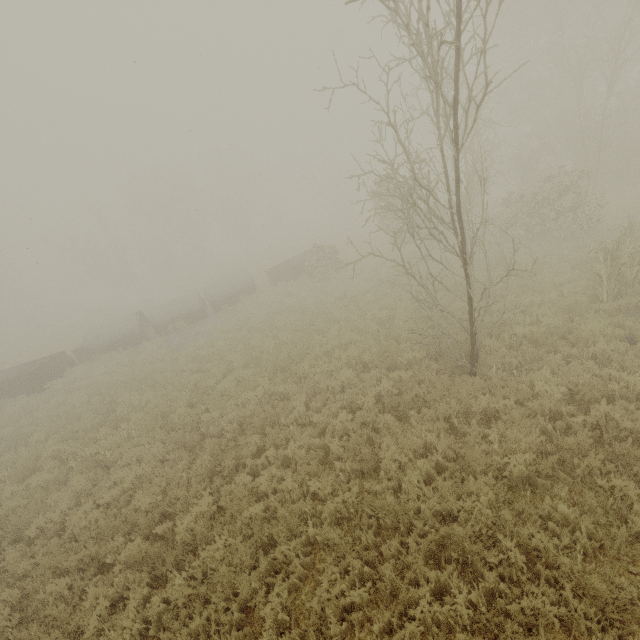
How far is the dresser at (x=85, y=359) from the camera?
20.1 meters

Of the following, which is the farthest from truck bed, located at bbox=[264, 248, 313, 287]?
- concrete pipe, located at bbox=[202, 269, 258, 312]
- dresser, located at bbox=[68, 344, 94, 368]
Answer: dresser, located at bbox=[68, 344, 94, 368]

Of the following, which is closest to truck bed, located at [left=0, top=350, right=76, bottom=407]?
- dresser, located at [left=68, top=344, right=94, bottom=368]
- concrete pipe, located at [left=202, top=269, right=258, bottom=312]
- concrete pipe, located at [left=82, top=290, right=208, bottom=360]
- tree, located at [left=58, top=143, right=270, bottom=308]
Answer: dresser, located at [left=68, top=344, right=94, bottom=368]

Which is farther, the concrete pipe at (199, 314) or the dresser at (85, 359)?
the concrete pipe at (199, 314)

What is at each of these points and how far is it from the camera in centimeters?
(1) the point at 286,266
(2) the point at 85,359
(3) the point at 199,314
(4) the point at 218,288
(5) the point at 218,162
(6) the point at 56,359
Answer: (1) truck bed, 2677cm
(2) dresser, 2098cm
(3) concrete pipe, 2273cm
(4) concrete pipe, 2334cm
(5) tree, 5628cm
(6) truck bed, 1970cm

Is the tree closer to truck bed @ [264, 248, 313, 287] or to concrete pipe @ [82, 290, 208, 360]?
concrete pipe @ [82, 290, 208, 360]

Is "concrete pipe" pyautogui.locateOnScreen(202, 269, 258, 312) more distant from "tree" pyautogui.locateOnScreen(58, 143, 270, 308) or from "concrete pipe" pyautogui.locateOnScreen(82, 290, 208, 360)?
"tree" pyautogui.locateOnScreen(58, 143, 270, 308)

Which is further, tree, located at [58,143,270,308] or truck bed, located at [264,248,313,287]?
tree, located at [58,143,270,308]
